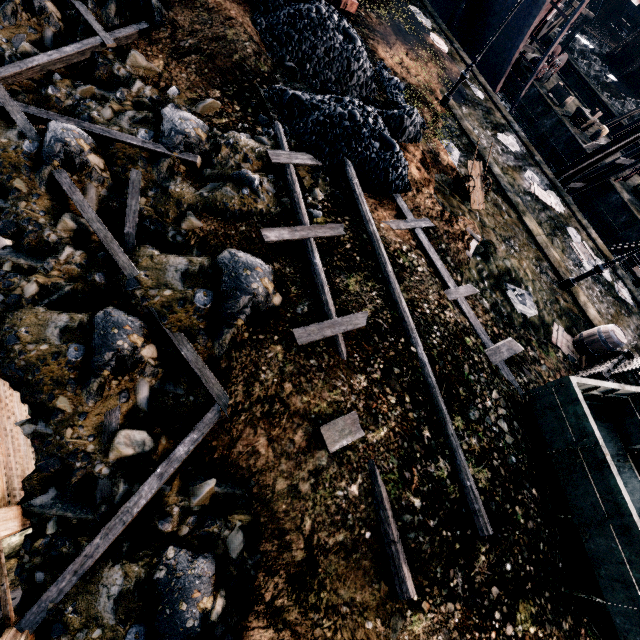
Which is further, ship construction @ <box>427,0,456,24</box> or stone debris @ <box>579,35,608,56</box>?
stone debris @ <box>579,35,608,56</box>

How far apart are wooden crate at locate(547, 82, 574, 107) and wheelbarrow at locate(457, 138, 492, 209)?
25.1m

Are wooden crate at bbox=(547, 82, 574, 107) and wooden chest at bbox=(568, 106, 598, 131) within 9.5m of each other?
yes

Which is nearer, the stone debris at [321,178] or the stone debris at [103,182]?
the stone debris at [103,182]

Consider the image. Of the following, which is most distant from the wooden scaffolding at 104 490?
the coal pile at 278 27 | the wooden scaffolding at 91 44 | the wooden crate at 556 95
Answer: the wooden crate at 556 95

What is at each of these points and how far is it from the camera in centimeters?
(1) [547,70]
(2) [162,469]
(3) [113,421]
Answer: (1) pulley, 2902cm
(2) wooden scaffolding, 599cm
(3) wooden scaffolding, 629cm

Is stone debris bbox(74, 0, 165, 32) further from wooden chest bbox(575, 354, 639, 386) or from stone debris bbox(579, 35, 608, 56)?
stone debris bbox(579, 35, 608, 56)

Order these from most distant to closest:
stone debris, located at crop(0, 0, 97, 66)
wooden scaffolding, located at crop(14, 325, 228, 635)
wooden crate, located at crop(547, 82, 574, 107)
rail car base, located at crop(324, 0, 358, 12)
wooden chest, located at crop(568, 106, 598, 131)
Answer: wooden crate, located at crop(547, 82, 574, 107), wooden chest, located at crop(568, 106, 598, 131), rail car base, located at crop(324, 0, 358, 12), stone debris, located at crop(0, 0, 97, 66), wooden scaffolding, located at crop(14, 325, 228, 635)
